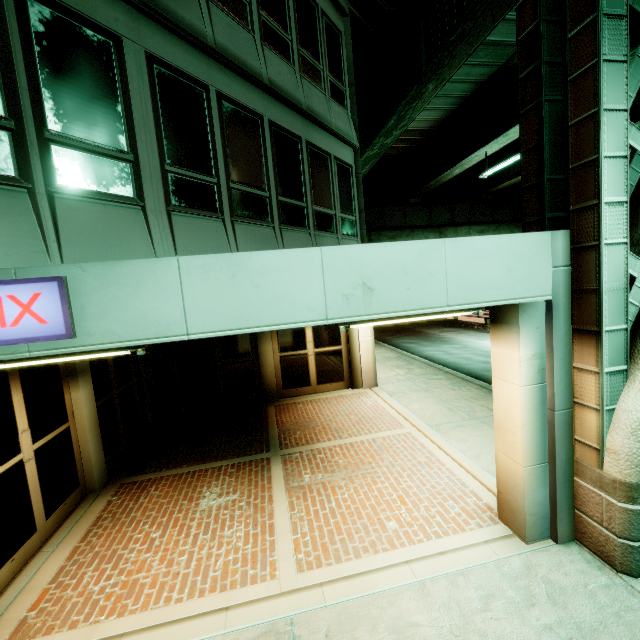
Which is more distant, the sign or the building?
the building

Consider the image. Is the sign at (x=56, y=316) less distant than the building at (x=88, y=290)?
Yes

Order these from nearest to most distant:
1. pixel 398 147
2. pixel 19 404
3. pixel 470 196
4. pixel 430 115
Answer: pixel 19 404 < pixel 430 115 < pixel 398 147 < pixel 470 196
